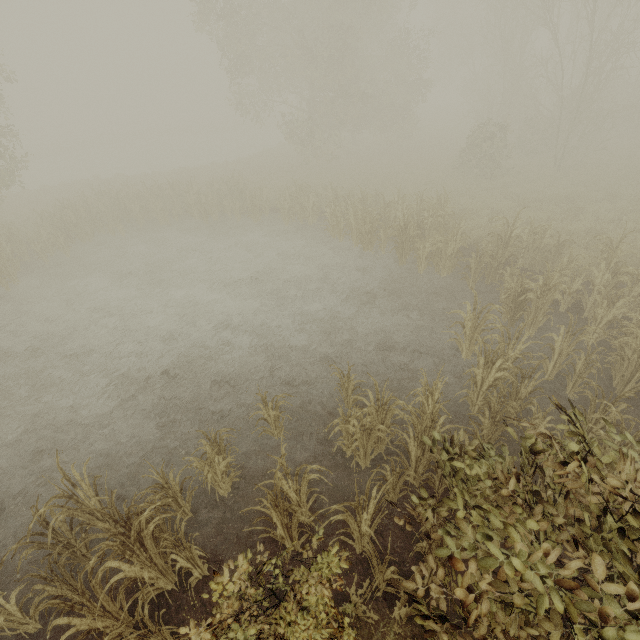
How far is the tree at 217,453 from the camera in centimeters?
509cm

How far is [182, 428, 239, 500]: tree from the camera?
5.1m

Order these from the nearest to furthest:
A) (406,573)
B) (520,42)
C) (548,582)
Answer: (548,582) → (406,573) → (520,42)
